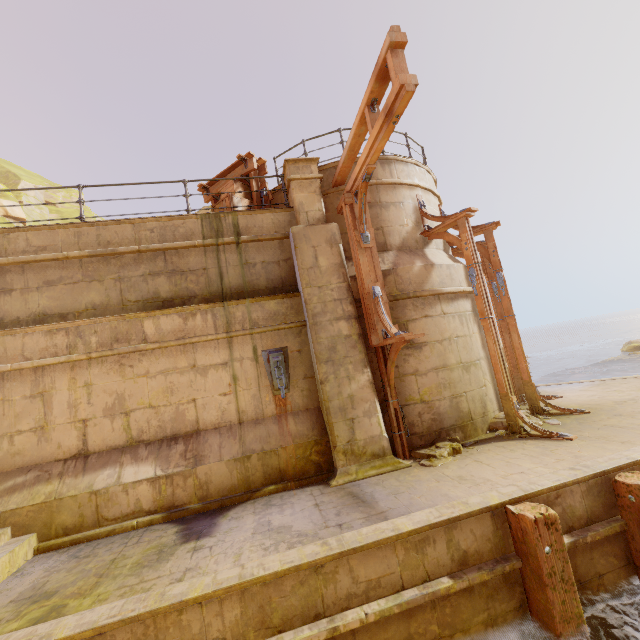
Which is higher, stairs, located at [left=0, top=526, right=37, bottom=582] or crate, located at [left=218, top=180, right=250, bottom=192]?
crate, located at [left=218, top=180, right=250, bottom=192]

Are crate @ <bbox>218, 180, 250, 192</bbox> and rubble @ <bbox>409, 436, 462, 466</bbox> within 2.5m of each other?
no

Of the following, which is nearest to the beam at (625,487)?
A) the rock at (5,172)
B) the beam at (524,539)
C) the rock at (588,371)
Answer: the beam at (524,539)

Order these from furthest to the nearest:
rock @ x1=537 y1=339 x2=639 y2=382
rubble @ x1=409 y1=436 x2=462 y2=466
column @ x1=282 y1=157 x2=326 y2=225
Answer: rock @ x1=537 y1=339 x2=639 y2=382 < column @ x1=282 y1=157 x2=326 y2=225 < rubble @ x1=409 y1=436 x2=462 y2=466

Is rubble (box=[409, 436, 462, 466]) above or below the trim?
below

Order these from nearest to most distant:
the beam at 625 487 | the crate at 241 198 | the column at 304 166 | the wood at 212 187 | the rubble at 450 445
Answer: the beam at 625 487 < the rubble at 450 445 < the column at 304 166 < the crate at 241 198 < the wood at 212 187

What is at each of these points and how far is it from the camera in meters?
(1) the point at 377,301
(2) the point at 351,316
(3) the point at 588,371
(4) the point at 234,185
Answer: (1) wood, 6.4
(2) pillar, 6.8
(3) rock, 24.5
(4) crate, 8.4

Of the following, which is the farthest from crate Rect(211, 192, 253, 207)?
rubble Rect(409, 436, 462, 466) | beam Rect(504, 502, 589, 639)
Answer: beam Rect(504, 502, 589, 639)
